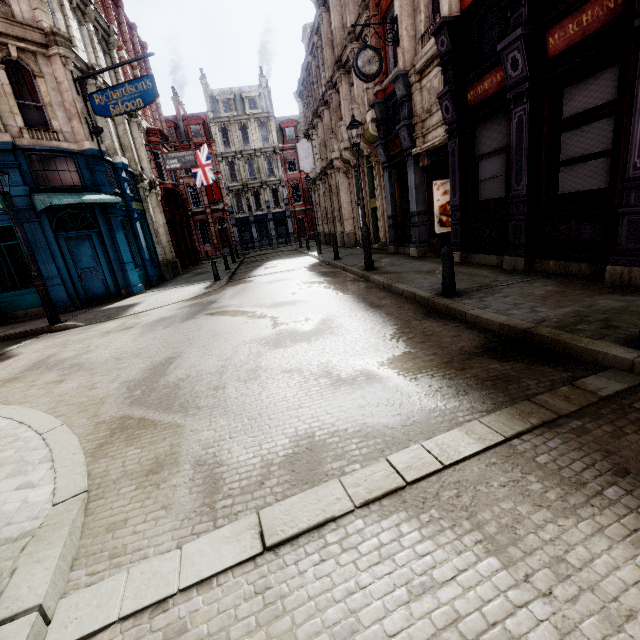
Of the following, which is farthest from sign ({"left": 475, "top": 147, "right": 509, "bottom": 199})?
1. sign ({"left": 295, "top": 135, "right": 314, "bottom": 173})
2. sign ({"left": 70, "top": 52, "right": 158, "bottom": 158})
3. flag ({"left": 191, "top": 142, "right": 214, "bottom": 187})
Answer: flag ({"left": 191, "top": 142, "right": 214, "bottom": 187})

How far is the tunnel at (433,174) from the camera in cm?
1145

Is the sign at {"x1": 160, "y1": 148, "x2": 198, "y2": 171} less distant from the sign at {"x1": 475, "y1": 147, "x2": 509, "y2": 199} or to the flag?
the flag

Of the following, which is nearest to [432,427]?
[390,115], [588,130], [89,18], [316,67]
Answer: [588,130]

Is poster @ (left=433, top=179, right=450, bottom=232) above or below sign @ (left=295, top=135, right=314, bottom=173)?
below

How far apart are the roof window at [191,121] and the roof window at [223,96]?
2.2 meters

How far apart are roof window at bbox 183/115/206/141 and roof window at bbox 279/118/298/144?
9.52m

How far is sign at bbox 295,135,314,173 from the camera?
24.66m
